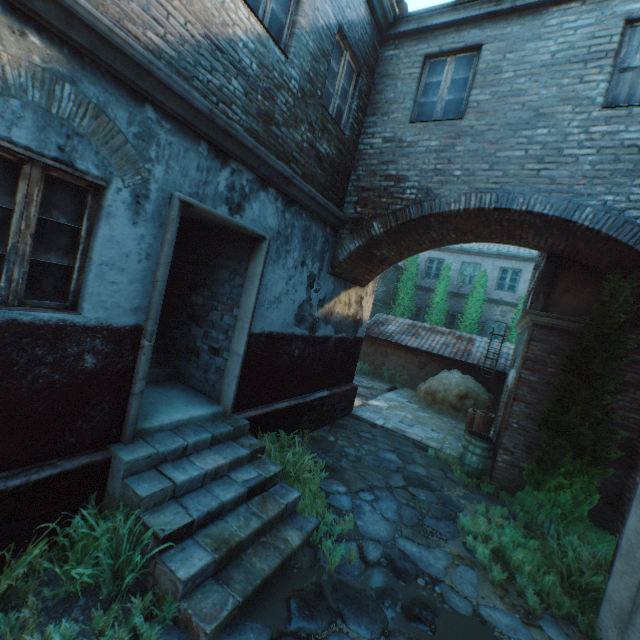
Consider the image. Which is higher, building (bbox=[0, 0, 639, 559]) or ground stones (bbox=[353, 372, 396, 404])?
building (bbox=[0, 0, 639, 559])

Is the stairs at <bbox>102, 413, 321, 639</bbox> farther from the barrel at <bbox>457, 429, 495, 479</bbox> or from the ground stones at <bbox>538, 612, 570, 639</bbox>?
the barrel at <bbox>457, 429, 495, 479</bbox>

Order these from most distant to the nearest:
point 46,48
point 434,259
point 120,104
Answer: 1. point 434,259
2. point 120,104
3. point 46,48

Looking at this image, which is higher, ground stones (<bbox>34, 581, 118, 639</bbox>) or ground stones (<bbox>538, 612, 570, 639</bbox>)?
ground stones (<bbox>34, 581, 118, 639</bbox>)

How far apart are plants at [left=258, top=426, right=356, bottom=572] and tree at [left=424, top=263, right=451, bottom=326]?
13.3 meters

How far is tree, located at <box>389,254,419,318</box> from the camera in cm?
1905

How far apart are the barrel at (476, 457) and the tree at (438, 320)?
10.8 meters

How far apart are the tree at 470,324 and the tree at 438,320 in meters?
0.7
